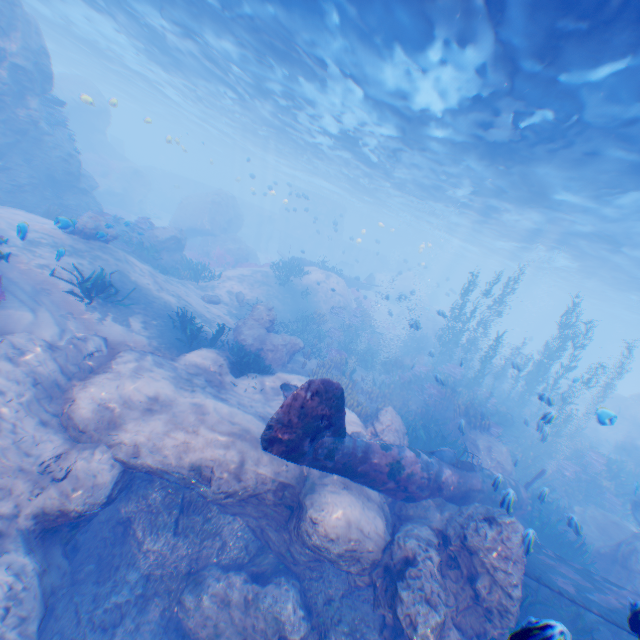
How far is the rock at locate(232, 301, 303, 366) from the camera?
14.0m

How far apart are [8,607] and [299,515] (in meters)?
5.01

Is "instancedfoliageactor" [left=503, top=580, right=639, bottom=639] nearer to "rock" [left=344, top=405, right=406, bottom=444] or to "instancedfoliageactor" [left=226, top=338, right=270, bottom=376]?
"rock" [left=344, top=405, right=406, bottom=444]

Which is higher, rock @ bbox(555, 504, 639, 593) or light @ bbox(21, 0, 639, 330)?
light @ bbox(21, 0, 639, 330)

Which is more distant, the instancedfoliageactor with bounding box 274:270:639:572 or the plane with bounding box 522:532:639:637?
the instancedfoliageactor with bounding box 274:270:639:572

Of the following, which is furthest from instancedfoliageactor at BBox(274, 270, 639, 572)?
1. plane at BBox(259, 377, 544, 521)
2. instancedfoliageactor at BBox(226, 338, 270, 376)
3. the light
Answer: the light

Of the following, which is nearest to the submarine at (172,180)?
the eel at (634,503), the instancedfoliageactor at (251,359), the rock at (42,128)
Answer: the rock at (42,128)

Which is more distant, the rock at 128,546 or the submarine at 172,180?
the submarine at 172,180
